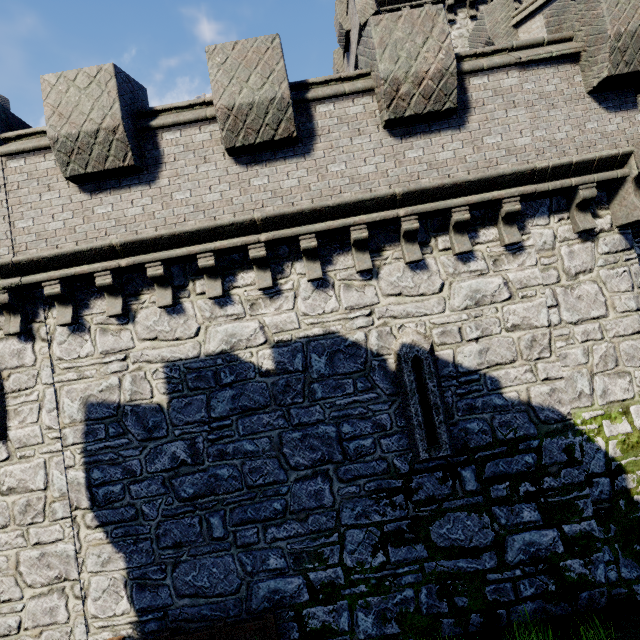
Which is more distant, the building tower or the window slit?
the building tower

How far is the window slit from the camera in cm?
618

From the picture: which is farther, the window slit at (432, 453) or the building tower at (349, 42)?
the building tower at (349, 42)

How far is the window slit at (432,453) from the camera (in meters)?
6.18

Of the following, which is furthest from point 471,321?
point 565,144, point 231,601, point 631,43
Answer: point 231,601

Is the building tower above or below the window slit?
above
